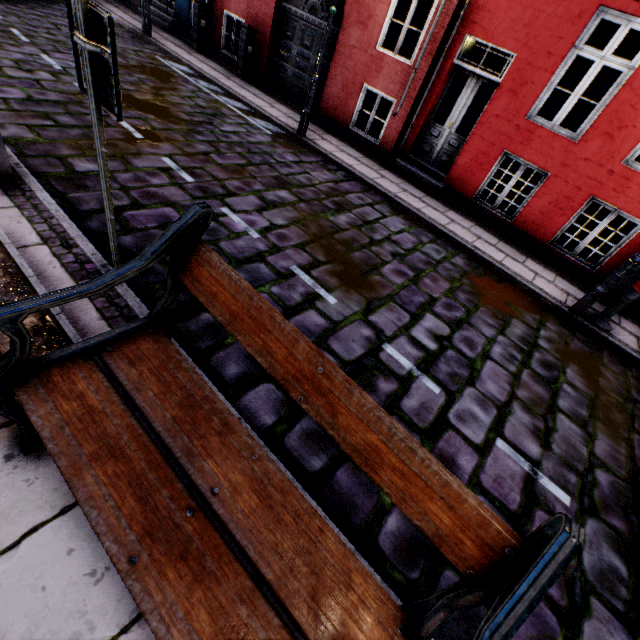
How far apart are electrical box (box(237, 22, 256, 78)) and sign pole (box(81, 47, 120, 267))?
10.4 meters

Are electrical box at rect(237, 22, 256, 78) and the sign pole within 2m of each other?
no

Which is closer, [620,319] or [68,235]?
[68,235]

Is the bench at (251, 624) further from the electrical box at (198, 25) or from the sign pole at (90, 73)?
the electrical box at (198, 25)

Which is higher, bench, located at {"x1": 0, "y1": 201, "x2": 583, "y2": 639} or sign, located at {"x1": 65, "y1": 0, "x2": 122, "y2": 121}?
sign, located at {"x1": 65, "y1": 0, "x2": 122, "y2": 121}

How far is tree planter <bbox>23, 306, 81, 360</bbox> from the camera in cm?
229

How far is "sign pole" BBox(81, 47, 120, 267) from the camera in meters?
1.8 m

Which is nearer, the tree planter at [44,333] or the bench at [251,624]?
the bench at [251,624]
